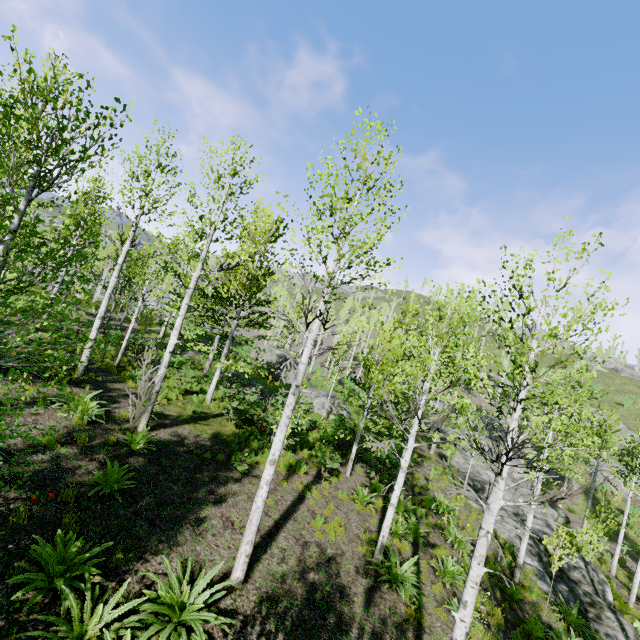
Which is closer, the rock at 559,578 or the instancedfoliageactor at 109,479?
the instancedfoliageactor at 109,479

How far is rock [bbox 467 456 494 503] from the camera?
19.67m

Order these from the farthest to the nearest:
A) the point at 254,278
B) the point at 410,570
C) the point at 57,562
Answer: the point at 254,278 → the point at 410,570 → the point at 57,562

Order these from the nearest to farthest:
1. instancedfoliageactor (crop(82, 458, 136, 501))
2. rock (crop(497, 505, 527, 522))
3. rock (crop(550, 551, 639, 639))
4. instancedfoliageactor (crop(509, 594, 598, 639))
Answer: instancedfoliageactor (crop(82, 458, 136, 501))
instancedfoliageactor (crop(509, 594, 598, 639))
rock (crop(550, 551, 639, 639))
rock (crop(497, 505, 527, 522))

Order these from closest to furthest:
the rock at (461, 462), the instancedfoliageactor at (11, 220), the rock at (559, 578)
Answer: the instancedfoliageactor at (11, 220), the rock at (559, 578), the rock at (461, 462)

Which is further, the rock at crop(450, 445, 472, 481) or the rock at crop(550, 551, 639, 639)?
the rock at crop(450, 445, 472, 481)
